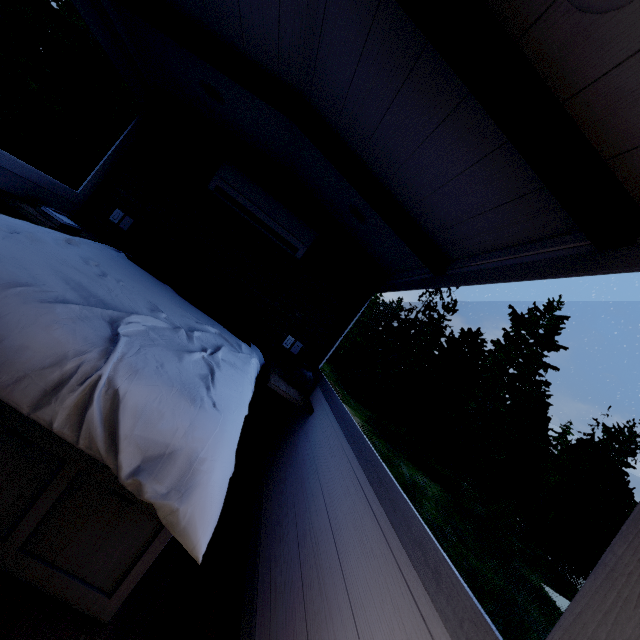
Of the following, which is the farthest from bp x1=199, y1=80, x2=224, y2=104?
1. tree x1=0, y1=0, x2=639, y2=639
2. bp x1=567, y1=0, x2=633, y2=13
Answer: bp x1=567, y1=0, x2=633, y2=13

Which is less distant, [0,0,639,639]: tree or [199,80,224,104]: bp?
[0,0,639,639]: tree

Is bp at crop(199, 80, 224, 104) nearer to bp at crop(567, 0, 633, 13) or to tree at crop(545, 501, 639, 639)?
tree at crop(545, 501, 639, 639)

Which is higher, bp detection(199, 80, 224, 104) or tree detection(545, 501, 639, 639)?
bp detection(199, 80, 224, 104)

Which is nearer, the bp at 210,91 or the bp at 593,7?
the bp at 593,7

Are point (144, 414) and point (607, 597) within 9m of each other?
yes

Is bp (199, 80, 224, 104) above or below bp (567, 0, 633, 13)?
above

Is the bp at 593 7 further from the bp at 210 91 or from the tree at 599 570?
the bp at 210 91
